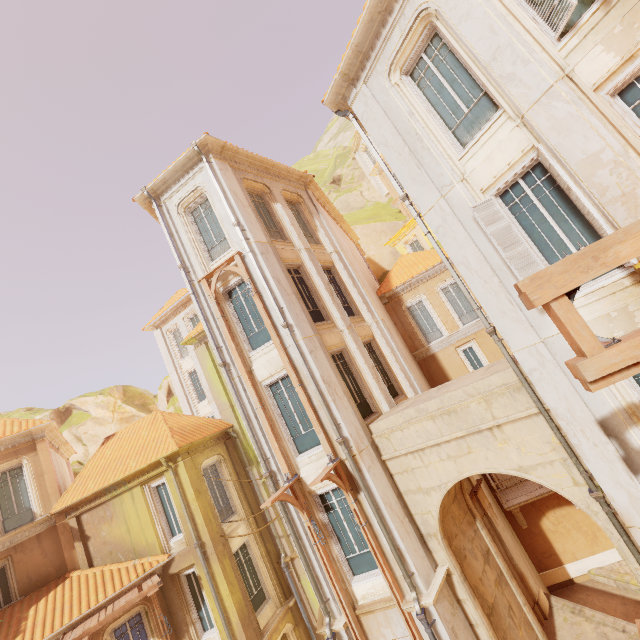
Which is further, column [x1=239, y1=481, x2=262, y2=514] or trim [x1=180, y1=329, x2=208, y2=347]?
trim [x1=180, y1=329, x2=208, y2=347]

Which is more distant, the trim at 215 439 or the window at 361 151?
the window at 361 151

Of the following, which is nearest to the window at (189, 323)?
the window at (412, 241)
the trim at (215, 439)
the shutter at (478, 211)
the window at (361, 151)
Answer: the trim at (215, 439)

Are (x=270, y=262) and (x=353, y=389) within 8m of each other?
yes

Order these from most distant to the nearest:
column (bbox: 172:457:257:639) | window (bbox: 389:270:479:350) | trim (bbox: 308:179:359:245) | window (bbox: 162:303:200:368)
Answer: window (bbox: 162:303:200:368)
window (bbox: 389:270:479:350)
trim (bbox: 308:179:359:245)
column (bbox: 172:457:257:639)

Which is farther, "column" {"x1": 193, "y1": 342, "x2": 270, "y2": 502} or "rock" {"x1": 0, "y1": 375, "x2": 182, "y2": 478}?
"rock" {"x1": 0, "y1": 375, "x2": 182, "y2": 478}

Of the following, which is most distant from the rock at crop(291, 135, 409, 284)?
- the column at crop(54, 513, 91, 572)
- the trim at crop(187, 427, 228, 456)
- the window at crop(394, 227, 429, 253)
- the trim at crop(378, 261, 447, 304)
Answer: the column at crop(54, 513, 91, 572)

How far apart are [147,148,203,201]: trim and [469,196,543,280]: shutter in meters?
9.9
